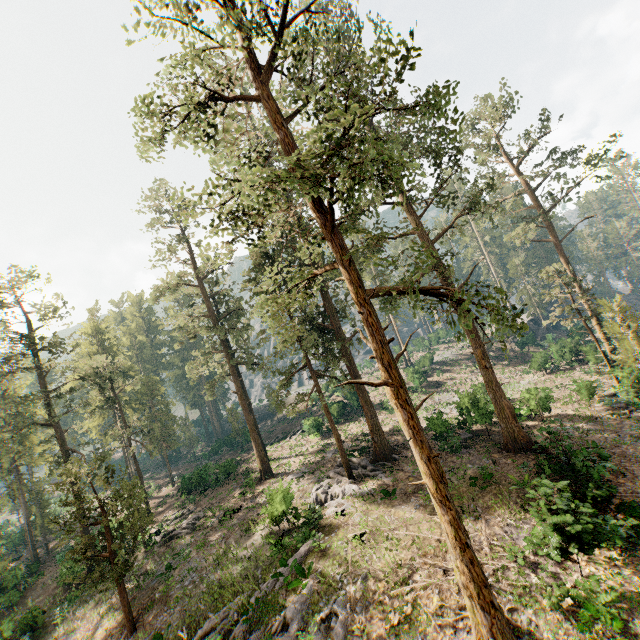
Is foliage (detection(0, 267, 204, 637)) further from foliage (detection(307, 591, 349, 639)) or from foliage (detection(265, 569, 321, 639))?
foliage (detection(307, 591, 349, 639))

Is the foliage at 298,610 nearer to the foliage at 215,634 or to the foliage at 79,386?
the foliage at 215,634

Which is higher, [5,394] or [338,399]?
[5,394]

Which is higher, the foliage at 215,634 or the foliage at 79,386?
the foliage at 79,386

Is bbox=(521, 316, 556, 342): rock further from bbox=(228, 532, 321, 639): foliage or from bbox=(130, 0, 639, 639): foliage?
bbox=(228, 532, 321, 639): foliage

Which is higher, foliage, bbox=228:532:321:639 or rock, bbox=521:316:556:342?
rock, bbox=521:316:556:342

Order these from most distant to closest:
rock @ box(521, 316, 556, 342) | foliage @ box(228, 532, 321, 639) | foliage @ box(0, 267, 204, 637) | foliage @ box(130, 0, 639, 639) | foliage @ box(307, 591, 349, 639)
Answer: rock @ box(521, 316, 556, 342)
foliage @ box(0, 267, 204, 637)
foliage @ box(228, 532, 321, 639)
foliage @ box(307, 591, 349, 639)
foliage @ box(130, 0, 639, 639)

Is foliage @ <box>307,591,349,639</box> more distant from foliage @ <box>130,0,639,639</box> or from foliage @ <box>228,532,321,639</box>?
foliage @ <box>130,0,639,639</box>
